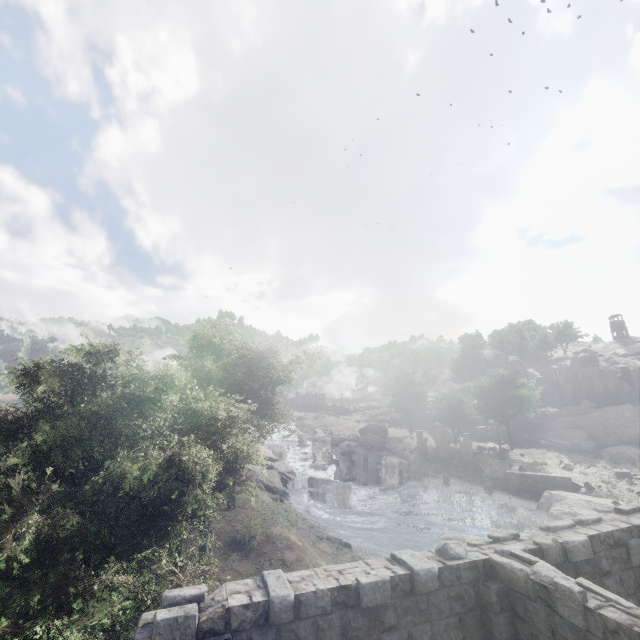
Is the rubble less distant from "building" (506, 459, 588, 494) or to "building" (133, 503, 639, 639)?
"building" (506, 459, 588, 494)

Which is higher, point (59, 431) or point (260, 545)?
point (59, 431)

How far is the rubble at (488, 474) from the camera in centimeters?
3947cm

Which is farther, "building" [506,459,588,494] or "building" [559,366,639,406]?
"building" [559,366,639,406]

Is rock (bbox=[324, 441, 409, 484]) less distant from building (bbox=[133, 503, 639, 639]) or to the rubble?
the rubble

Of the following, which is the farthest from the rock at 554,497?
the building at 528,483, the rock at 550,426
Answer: the rock at 550,426

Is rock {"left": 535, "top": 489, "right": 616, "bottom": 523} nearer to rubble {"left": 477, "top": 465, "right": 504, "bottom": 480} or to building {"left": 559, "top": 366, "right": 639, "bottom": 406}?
building {"left": 559, "top": 366, "right": 639, "bottom": 406}
